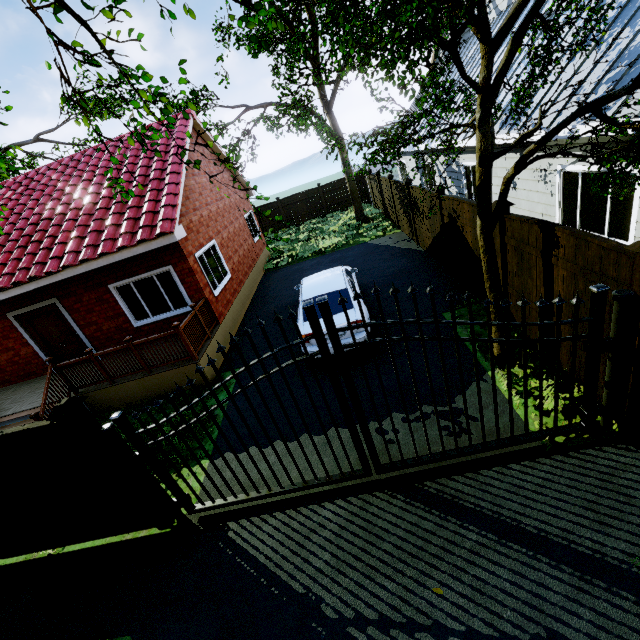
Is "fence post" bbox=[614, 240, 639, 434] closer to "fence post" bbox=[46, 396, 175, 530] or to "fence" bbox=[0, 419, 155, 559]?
"fence" bbox=[0, 419, 155, 559]

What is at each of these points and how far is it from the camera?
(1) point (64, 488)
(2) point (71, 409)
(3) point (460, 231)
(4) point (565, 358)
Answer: (1) fence, 4.63m
(2) fence post, 3.87m
(3) fence, 8.04m
(4) fence, 5.14m

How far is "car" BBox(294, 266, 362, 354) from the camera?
7.06m

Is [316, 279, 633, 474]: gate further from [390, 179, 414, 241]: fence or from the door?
the door

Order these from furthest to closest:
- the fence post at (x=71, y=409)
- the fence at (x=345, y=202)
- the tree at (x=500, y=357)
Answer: the fence at (x=345, y=202)
the tree at (x=500, y=357)
the fence post at (x=71, y=409)

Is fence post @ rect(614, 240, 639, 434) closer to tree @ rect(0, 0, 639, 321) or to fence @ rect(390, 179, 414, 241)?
fence @ rect(390, 179, 414, 241)

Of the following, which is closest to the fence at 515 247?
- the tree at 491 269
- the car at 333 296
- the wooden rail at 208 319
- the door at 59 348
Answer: the tree at 491 269

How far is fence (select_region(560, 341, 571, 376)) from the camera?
4.96m
